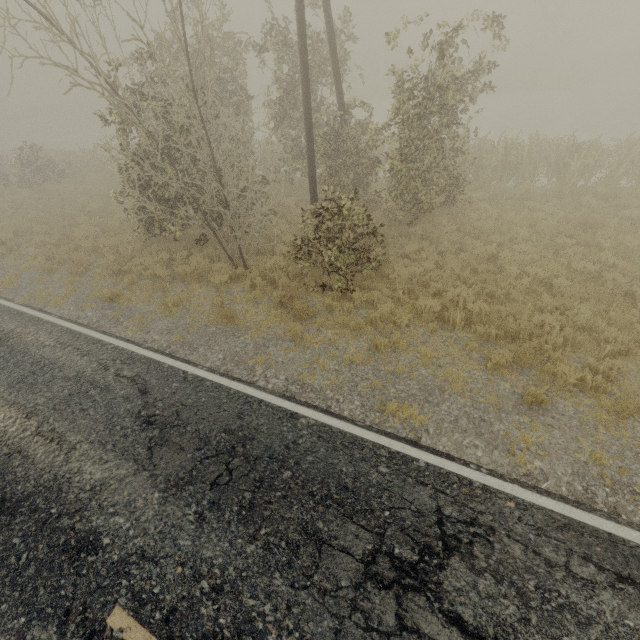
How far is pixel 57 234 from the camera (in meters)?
14.45
